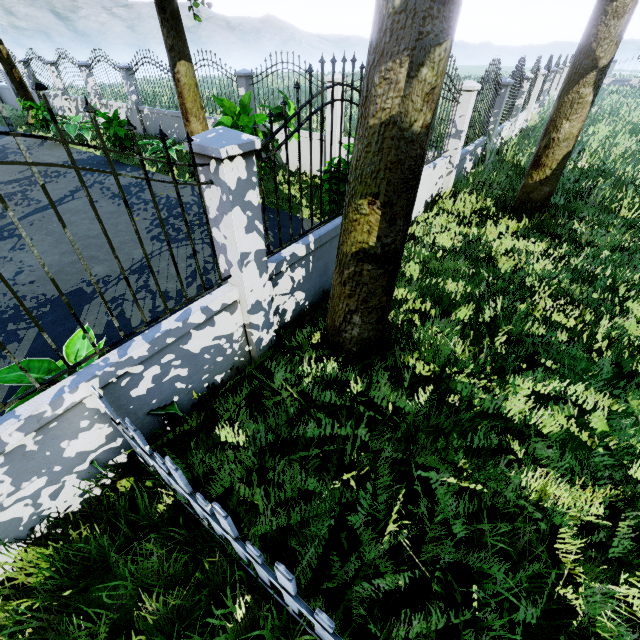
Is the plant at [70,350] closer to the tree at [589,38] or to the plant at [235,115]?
the tree at [589,38]

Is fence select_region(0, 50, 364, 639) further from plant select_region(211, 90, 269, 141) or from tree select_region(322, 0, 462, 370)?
plant select_region(211, 90, 269, 141)

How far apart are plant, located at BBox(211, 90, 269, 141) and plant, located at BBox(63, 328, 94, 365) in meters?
5.1

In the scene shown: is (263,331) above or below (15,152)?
above

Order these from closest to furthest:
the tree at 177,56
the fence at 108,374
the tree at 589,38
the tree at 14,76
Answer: the fence at 108,374 < the tree at 589,38 < the tree at 177,56 < the tree at 14,76

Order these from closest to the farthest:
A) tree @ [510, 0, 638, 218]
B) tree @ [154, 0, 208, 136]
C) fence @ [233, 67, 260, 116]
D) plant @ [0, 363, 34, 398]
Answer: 1. plant @ [0, 363, 34, 398]
2. tree @ [510, 0, 638, 218]
3. tree @ [154, 0, 208, 136]
4. fence @ [233, 67, 260, 116]

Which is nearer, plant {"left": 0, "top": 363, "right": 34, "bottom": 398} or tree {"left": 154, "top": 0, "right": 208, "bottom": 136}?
plant {"left": 0, "top": 363, "right": 34, "bottom": 398}

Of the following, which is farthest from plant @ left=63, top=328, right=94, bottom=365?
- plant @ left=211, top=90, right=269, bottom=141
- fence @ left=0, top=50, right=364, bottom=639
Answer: plant @ left=211, top=90, right=269, bottom=141
